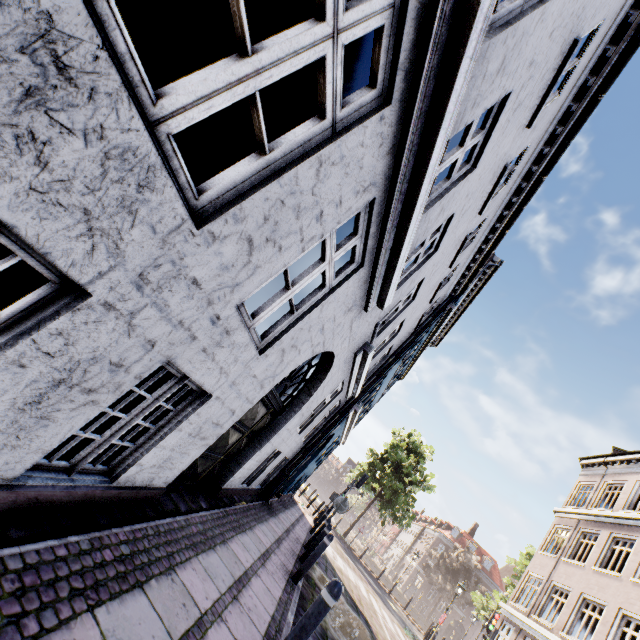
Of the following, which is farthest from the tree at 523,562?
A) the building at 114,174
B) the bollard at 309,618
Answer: the bollard at 309,618

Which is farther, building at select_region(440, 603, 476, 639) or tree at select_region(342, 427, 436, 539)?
building at select_region(440, 603, 476, 639)

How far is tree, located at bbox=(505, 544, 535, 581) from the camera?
26.2 meters

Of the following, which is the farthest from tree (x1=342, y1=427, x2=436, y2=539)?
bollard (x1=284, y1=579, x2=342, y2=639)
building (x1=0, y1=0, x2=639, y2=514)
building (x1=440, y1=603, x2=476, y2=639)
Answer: bollard (x1=284, y1=579, x2=342, y2=639)

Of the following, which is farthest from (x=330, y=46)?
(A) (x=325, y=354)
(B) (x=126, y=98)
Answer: (A) (x=325, y=354)

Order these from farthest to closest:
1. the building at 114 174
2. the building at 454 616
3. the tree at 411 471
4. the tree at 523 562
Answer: the building at 454 616
the tree at 411 471
the tree at 523 562
the building at 114 174

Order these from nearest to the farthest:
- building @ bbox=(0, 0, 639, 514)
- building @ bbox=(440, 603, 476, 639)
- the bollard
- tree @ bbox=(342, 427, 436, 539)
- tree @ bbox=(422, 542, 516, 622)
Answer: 1. building @ bbox=(0, 0, 639, 514)
2. the bollard
3. tree @ bbox=(422, 542, 516, 622)
4. tree @ bbox=(342, 427, 436, 539)
5. building @ bbox=(440, 603, 476, 639)
